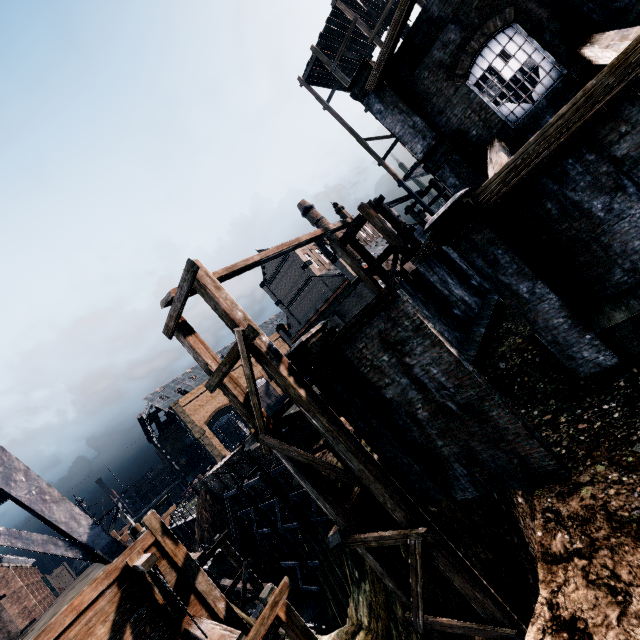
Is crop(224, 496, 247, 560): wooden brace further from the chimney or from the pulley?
the chimney

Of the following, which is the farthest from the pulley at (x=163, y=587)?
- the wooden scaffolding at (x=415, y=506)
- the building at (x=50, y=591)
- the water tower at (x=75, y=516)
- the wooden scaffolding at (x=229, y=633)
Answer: the building at (x=50, y=591)

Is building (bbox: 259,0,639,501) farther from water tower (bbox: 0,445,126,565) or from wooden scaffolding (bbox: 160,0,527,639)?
water tower (bbox: 0,445,126,565)

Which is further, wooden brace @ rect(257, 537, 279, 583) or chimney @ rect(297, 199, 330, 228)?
chimney @ rect(297, 199, 330, 228)

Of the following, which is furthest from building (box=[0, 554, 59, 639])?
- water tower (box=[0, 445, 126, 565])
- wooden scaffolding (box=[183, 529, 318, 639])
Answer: wooden scaffolding (box=[183, 529, 318, 639])

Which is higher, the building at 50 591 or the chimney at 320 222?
the chimney at 320 222

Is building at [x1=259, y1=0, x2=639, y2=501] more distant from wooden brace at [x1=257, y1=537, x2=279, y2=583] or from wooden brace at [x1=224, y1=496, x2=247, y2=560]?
wooden brace at [x1=224, y1=496, x2=247, y2=560]

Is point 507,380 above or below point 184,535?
above
